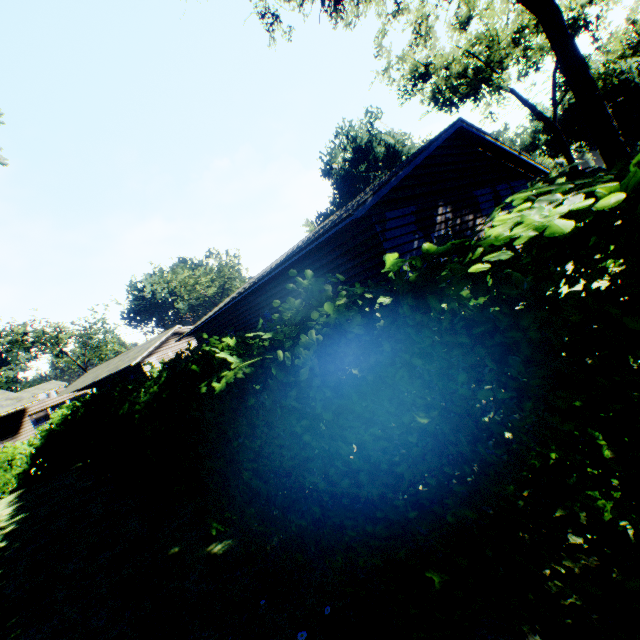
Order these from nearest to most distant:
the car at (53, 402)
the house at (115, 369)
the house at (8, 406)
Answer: the house at (115, 369) < the house at (8, 406) < the car at (53, 402)

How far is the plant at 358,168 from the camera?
55.62m

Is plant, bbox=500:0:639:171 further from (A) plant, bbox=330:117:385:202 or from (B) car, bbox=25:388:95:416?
(B) car, bbox=25:388:95:416

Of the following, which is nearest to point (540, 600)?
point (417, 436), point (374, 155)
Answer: point (417, 436)

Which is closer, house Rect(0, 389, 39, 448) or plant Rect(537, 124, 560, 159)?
house Rect(0, 389, 39, 448)

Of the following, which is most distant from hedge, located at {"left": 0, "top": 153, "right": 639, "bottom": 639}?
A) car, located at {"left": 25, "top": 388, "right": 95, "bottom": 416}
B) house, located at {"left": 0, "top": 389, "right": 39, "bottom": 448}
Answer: car, located at {"left": 25, "top": 388, "right": 95, "bottom": 416}

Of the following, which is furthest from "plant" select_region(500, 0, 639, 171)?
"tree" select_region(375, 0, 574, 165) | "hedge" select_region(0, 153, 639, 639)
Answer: "hedge" select_region(0, 153, 639, 639)

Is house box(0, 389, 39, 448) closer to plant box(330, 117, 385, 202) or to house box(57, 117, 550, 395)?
plant box(330, 117, 385, 202)
